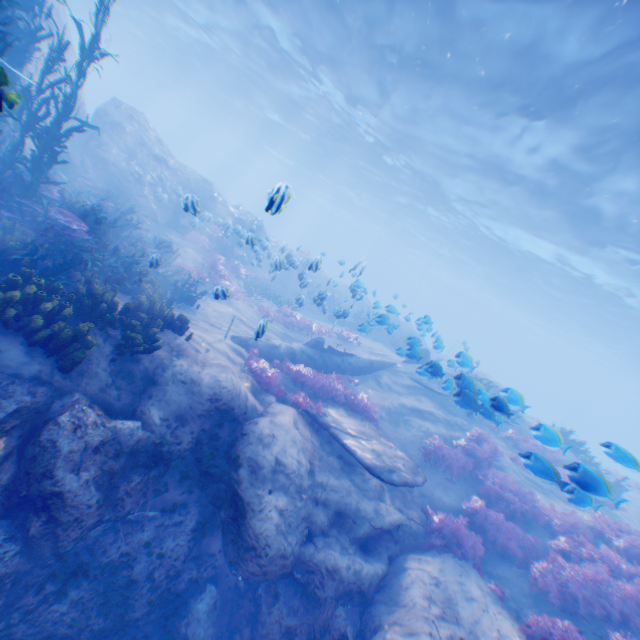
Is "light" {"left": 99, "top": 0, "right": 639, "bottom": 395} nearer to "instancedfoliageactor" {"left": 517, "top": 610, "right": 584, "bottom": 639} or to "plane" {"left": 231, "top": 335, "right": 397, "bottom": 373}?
"plane" {"left": 231, "top": 335, "right": 397, "bottom": 373}

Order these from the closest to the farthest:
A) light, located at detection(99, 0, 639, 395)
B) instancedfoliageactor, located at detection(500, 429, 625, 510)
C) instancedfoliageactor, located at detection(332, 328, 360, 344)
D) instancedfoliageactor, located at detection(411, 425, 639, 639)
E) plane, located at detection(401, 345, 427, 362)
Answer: instancedfoliageactor, located at detection(500, 429, 625, 510), instancedfoliageactor, located at detection(411, 425, 639, 639), plane, located at detection(401, 345, 427, 362), light, located at detection(99, 0, 639, 395), instancedfoliageactor, located at detection(332, 328, 360, 344)

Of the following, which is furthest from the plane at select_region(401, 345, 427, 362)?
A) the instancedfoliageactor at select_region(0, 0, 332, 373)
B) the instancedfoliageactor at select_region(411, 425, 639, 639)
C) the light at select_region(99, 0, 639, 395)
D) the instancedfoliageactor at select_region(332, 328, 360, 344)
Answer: the light at select_region(99, 0, 639, 395)

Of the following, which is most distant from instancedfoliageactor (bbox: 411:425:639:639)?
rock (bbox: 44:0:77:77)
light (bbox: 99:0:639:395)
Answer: light (bbox: 99:0:639:395)

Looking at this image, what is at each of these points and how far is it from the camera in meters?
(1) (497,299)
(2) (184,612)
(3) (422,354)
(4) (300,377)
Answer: (1) light, 51.6
(2) rock, 6.8
(3) plane, 16.5
(4) instancedfoliageactor, 10.6

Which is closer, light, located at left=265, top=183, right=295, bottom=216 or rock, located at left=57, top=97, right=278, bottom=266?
light, located at left=265, top=183, right=295, bottom=216

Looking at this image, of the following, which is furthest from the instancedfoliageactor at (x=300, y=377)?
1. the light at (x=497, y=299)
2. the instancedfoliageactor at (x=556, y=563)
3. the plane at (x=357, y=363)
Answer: the light at (x=497, y=299)

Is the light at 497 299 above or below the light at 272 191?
above
